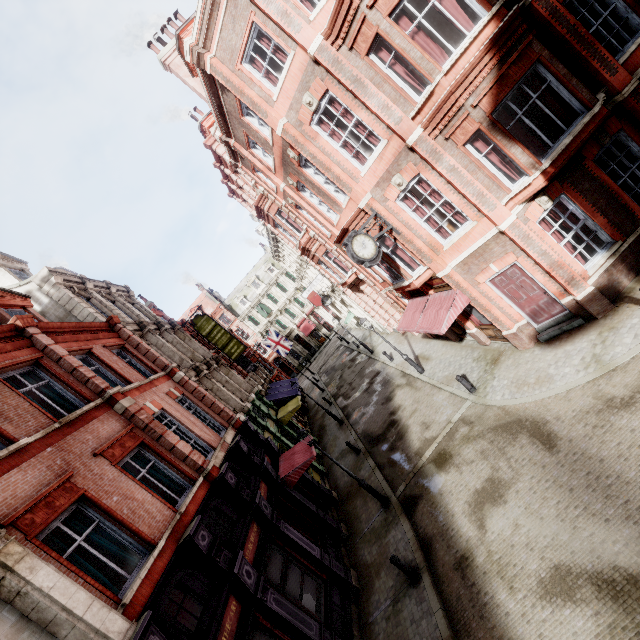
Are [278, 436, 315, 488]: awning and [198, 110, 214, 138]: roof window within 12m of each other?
no

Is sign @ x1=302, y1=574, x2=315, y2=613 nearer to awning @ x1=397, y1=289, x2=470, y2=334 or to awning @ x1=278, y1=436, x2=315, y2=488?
awning @ x1=278, y1=436, x2=315, y2=488

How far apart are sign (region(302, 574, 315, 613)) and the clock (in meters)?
10.33

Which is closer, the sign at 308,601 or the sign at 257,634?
the sign at 257,634

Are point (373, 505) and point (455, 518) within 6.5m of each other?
yes

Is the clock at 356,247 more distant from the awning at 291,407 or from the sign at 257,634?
the awning at 291,407

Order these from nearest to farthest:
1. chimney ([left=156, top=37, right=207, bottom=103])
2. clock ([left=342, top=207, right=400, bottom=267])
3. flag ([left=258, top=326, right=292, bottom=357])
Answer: clock ([left=342, top=207, right=400, bottom=267])
chimney ([left=156, top=37, right=207, bottom=103])
flag ([left=258, top=326, right=292, bottom=357])

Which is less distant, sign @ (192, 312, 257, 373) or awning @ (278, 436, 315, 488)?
awning @ (278, 436, 315, 488)
